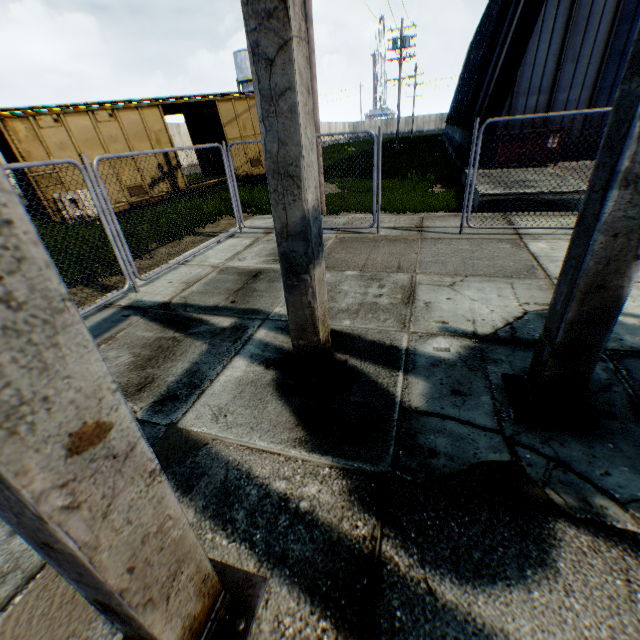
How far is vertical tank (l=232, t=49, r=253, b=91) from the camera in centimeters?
4342cm

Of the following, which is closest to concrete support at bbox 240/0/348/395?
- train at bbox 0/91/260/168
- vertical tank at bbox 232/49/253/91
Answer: train at bbox 0/91/260/168

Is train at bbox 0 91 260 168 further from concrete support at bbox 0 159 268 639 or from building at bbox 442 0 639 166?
concrete support at bbox 0 159 268 639

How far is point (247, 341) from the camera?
4.07m

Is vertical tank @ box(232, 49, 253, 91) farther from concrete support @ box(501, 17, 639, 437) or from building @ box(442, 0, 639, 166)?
concrete support @ box(501, 17, 639, 437)

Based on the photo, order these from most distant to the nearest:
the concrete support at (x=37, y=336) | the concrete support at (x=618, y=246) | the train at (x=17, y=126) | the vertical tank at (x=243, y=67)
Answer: the vertical tank at (x=243, y=67)
the train at (x=17, y=126)
the concrete support at (x=618, y=246)
the concrete support at (x=37, y=336)

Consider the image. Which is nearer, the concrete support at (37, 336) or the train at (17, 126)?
the concrete support at (37, 336)
